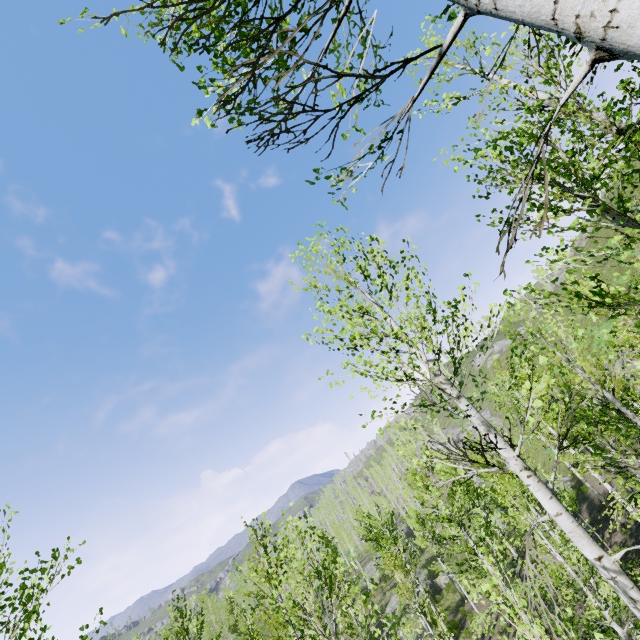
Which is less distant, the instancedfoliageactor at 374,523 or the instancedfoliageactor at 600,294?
the instancedfoliageactor at 600,294

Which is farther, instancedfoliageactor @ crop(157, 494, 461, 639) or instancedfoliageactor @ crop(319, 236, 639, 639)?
instancedfoliageactor @ crop(157, 494, 461, 639)

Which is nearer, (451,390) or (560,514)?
(560,514)
